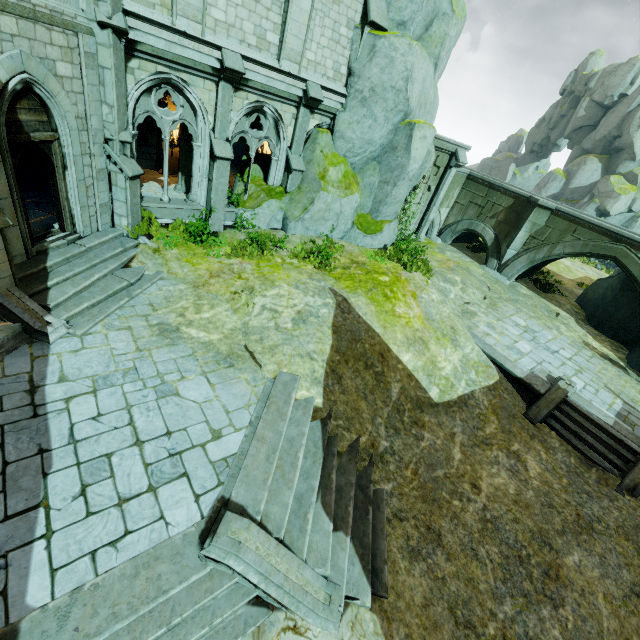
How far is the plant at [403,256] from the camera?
14.0 meters

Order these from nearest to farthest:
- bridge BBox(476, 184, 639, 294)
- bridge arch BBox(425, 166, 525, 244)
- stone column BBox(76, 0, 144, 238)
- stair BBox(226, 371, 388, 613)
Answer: stair BBox(226, 371, 388, 613) → stone column BBox(76, 0, 144, 238) → bridge BBox(476, 184, 639, 294) → bridge arch BBox(425, 166, 525, 244)

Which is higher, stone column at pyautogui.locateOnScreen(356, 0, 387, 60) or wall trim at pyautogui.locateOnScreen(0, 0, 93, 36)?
stone column at pyautogui.locateOnScreen(356, 0, 387, 60)

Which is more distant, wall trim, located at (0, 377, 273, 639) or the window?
the window

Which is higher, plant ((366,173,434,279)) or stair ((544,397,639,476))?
plant ((366,173,434,279))

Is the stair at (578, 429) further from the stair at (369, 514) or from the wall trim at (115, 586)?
the wall trim at (115, 586)

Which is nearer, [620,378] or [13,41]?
[13,41]

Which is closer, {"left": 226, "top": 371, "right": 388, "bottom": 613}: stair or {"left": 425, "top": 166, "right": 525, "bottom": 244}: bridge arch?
{"left": 226, "top": 371, "right": 388, "bottom": 613}: stair
